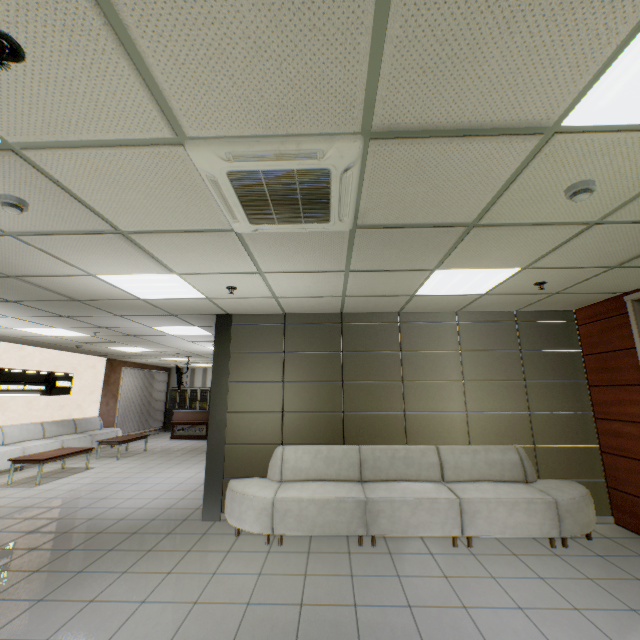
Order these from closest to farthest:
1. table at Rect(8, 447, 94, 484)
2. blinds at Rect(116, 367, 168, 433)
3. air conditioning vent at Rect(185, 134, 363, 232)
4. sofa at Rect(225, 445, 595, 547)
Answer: air conditioning vent at Rect(185, 134, 363, 232), sofa at Rect(225, 445, 595, 547), table at Rect(8, 447, 94, 484), blinds at Rect(116, 367, 168, 433)

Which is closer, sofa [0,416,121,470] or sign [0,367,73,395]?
sofa [0,416,121,470]

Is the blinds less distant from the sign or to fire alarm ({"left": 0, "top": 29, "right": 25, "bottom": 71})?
the sign

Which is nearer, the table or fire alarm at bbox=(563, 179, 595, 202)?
fire alarm at bbox=(563, 179, 595, 202)

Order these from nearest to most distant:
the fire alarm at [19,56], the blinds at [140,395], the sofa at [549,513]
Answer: the fire alarm at [19,56] < the sofa at [549,513] < the blinds at [140,395]

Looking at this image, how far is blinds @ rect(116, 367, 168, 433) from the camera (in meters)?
13.46

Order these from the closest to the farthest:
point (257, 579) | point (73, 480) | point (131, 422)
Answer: point (257, 579) → point (73, 480) → point (131, 422)

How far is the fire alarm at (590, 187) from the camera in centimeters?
211cm
